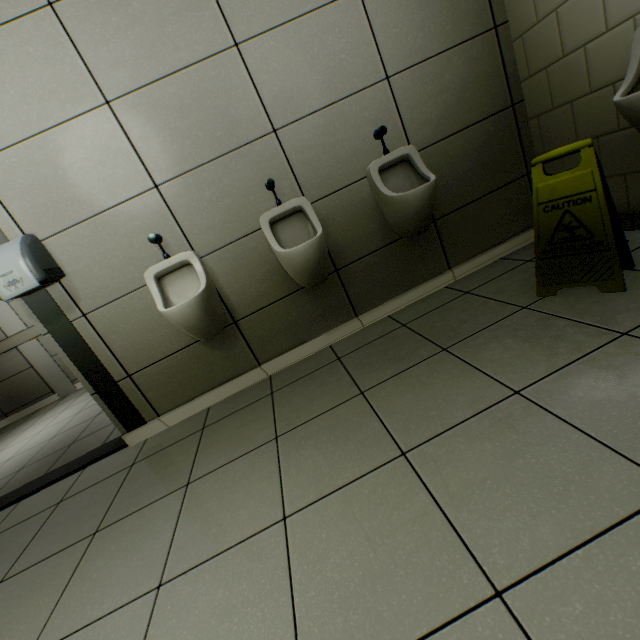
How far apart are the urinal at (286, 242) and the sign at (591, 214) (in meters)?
1.15

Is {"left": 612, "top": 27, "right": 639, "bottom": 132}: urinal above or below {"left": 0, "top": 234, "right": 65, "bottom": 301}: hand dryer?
below

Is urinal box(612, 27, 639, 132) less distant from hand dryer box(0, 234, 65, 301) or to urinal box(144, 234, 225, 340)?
urinal box(144, 234, 225, 340)

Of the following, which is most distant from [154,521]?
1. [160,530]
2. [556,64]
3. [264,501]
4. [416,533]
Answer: [556,64]

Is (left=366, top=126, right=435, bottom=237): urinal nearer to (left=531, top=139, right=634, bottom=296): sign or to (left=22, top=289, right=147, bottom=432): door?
(left=531, top=139, right=634, bottom=296): sign

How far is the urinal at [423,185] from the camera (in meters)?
1.99

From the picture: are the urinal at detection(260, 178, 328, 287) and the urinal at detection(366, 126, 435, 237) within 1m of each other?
yes

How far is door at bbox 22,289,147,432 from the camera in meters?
2.0 m
